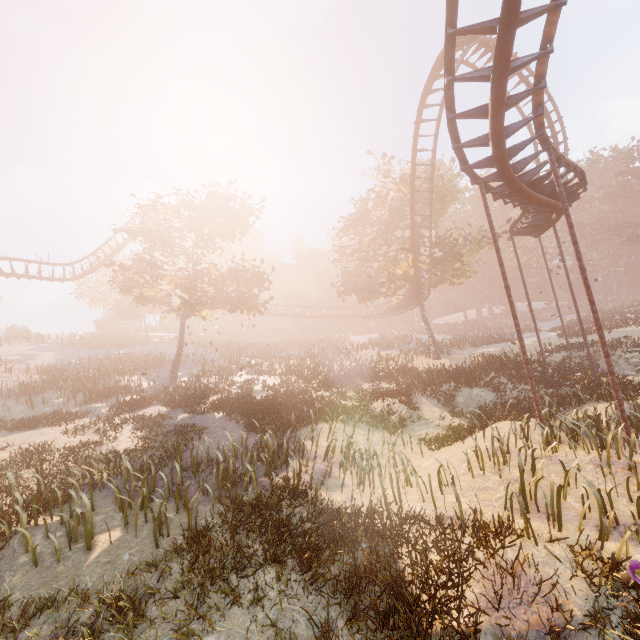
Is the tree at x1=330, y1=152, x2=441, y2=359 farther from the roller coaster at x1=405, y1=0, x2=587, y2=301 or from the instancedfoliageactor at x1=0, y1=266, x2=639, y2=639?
the instancedfoliageactor at x1=0, y1=266, x2=639, y2=639

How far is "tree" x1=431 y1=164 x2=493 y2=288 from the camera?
28.0m

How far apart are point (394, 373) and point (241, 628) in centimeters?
2327cm

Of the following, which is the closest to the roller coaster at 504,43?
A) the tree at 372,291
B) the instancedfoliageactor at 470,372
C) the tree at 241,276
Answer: the tree at 372,291

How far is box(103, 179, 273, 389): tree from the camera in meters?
21.5 m

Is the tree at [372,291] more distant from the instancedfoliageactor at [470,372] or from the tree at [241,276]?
the instancedfoliageactor at [470,372]

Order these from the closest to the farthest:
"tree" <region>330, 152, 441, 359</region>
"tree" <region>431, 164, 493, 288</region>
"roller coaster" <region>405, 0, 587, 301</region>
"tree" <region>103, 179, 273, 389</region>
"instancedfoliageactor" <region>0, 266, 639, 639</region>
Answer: "instancedfoliageactor" <region>0, 266, 639, 639</region> → "roller coaster" <region>405, 0, 587, 301</region> → "tree" <region>103, 179, 273, 389</region> → "tree" <region>431, 164, 493, 288</region> → "tree" <region>330, 152, 441, 359</region>
